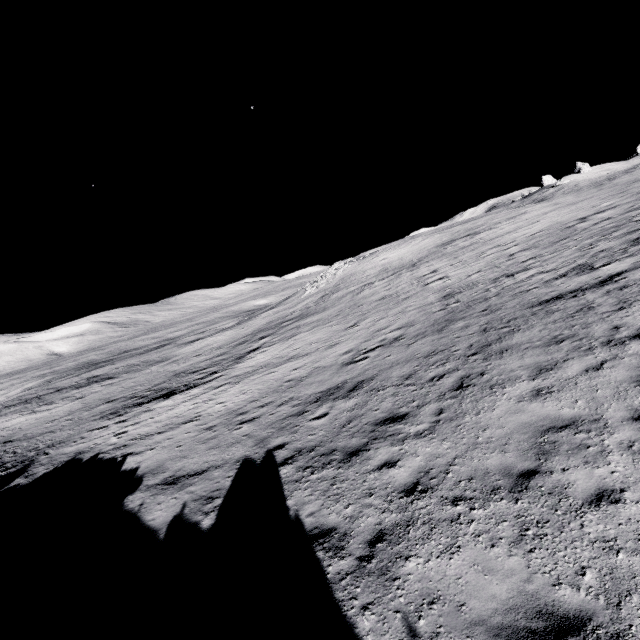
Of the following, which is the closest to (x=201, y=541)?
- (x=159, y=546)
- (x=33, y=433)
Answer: (x=159, y=546)
